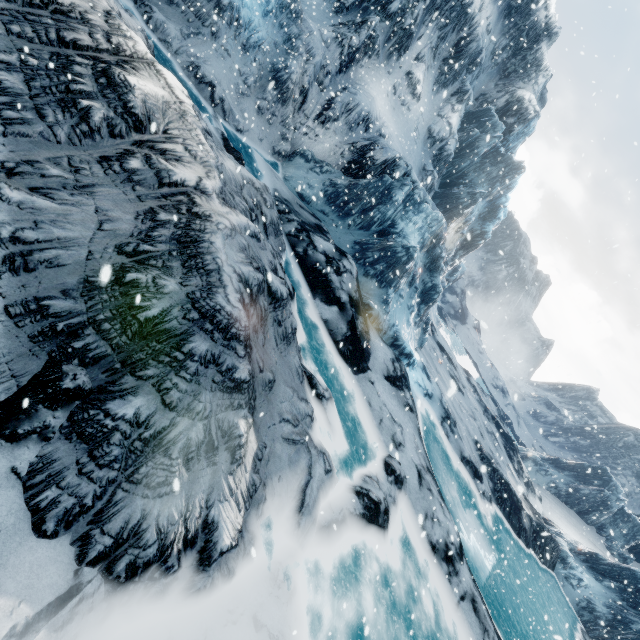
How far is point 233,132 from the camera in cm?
1269
